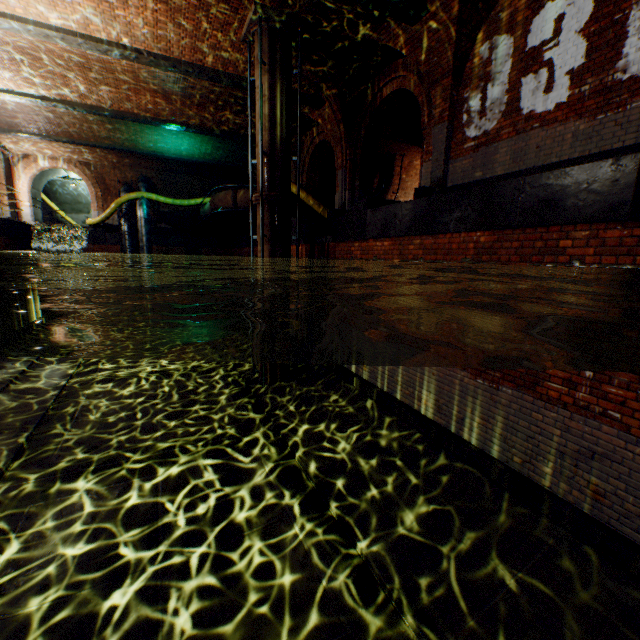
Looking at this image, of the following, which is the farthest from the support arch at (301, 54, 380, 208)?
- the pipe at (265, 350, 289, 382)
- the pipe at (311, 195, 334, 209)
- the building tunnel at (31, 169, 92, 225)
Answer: the building tunnel at (31, 169, 92, 225)

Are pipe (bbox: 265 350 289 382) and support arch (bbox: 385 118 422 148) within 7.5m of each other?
no

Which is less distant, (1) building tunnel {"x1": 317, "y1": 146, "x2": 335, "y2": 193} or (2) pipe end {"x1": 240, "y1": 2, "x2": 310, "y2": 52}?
(2) pipe end {"x1": 240, "y1": 2, "x2": 310, "y2": 52}

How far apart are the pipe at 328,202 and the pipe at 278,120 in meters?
5.6

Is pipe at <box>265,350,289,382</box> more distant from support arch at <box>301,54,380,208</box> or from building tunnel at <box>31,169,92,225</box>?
building tunnel at <box>31,169,92,225</box>

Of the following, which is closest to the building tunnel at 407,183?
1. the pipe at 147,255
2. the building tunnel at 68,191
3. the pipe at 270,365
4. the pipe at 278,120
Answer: the pipe at 278,120

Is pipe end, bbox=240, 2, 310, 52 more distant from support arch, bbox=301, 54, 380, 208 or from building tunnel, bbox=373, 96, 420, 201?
building tunnel, bbox=373, 96, 420, 201

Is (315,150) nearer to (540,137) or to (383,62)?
(383,62)
